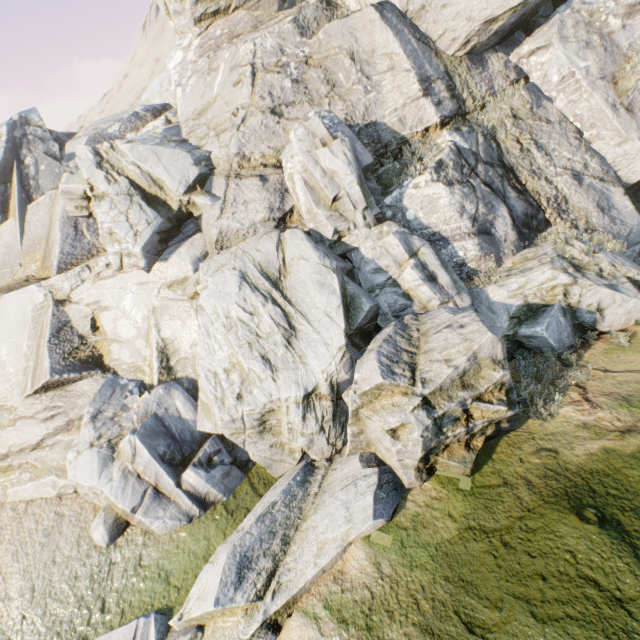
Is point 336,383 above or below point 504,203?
below
